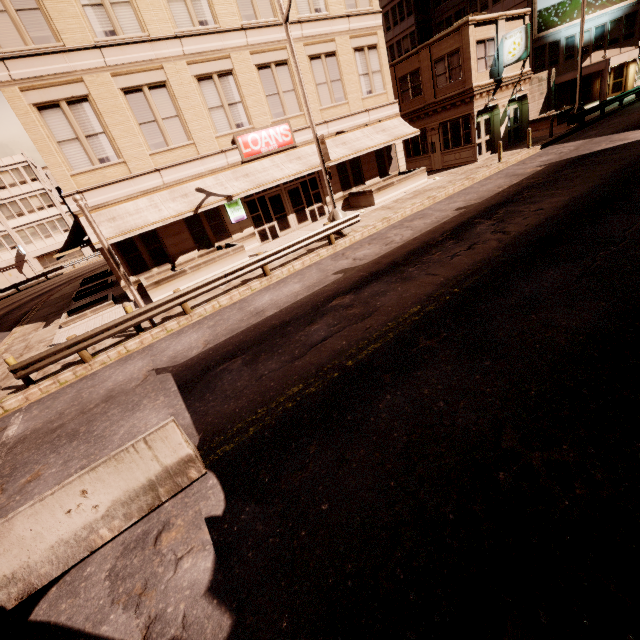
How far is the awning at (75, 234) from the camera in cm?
1416

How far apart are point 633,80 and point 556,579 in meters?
52.0

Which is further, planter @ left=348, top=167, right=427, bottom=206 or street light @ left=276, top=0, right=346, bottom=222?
planter @ left=348, top=167, right=427, bottom=206

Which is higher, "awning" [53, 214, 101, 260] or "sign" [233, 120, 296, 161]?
"sign" [233, 120, 296, 161]

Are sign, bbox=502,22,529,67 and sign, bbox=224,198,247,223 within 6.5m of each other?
no

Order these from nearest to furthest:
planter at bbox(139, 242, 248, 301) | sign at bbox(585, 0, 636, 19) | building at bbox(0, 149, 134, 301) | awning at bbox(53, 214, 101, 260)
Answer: awning at bbox(53, 214, 101, 260) → planter at bbox(139, 242, 248, 301) → sign at bbox(585, 0, 636, 19) → building at bbox(0, 149, 134, 301)

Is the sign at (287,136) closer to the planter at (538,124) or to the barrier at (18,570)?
the barrier at (18,570)

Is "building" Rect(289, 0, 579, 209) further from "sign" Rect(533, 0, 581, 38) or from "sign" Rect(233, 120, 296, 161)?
"sign" Rect(233, 120, 296, 161)
